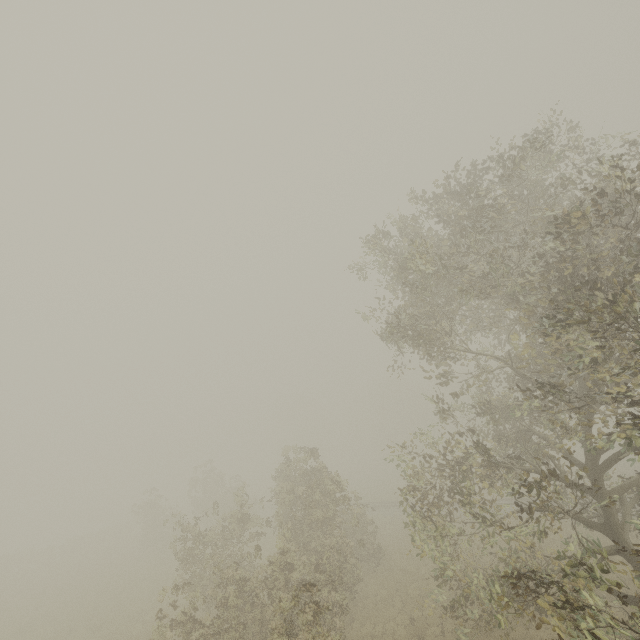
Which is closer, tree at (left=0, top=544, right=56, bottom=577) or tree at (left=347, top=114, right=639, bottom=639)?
tree at (left=347, top=114, right=639, bottom=639)

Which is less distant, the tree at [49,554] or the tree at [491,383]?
the tree at [491,383]

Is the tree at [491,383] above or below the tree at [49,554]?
above

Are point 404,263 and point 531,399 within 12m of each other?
yes

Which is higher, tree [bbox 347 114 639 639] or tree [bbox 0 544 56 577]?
tree [bbox 347 114 639 639]
